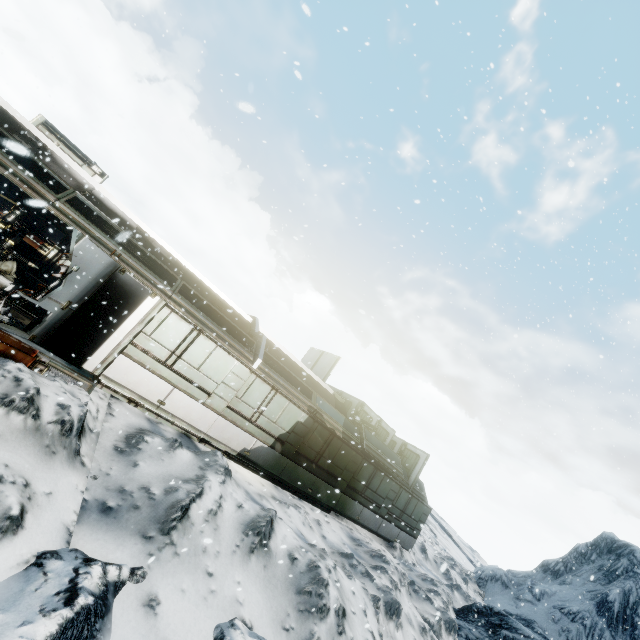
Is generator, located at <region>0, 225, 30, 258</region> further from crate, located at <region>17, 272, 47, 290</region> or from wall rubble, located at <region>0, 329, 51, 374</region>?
wall rubble, located at <region>0, 329, 51, 374</region>

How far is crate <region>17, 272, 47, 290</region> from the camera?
13.1 meters

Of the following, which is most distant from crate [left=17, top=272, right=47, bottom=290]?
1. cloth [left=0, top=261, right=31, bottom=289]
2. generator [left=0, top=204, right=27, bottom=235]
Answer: generator [left=0, top=204, right=27, bottom=235]

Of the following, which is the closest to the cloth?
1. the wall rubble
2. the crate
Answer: the crate

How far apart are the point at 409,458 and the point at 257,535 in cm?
1347

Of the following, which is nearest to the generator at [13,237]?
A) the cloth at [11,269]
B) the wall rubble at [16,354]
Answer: the cloth at [11,269]

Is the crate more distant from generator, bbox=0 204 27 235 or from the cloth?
generator, bbox=0 204 27 235

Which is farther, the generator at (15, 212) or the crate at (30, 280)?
the crate at (30, 280)
